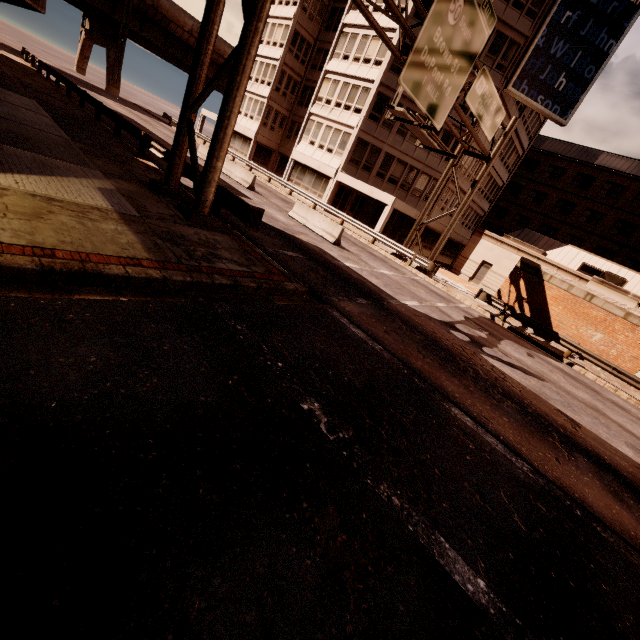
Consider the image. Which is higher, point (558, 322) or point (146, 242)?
point (558, 322)

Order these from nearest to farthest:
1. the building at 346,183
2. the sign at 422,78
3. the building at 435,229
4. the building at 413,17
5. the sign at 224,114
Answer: the sign at 224,114 < the sign at 422,78 < the building at 413,17 < the building at 346,183 < the building at 435,229

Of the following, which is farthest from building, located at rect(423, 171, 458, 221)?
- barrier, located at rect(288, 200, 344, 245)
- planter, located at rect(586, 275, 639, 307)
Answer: planter, located at rect(586, 275, 639, 307)

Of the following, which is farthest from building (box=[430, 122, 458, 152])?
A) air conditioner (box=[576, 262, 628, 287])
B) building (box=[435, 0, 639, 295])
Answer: air conditioner (box=[576, 262, 628, 287])

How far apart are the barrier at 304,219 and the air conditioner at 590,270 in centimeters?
2378cm

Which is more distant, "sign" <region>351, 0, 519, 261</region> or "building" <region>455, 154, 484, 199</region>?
"building" <region>455, 154, 484, 199</region>

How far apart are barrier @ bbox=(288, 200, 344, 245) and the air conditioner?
23.8m

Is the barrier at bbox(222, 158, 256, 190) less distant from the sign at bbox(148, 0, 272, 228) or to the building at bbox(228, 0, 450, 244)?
the building at bbox(228, 0, 450, 244)
